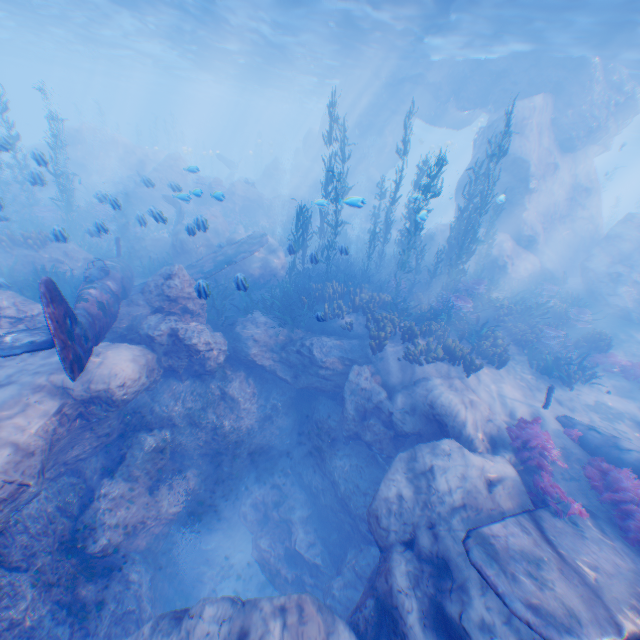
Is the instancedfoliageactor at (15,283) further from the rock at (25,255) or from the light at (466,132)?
the light at (466,132)

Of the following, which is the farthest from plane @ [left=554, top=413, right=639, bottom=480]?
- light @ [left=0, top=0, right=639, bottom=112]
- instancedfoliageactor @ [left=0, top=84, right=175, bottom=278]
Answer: light @ [left=0, top=0, right=639, bottom=112]

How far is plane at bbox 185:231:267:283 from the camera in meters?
12.9 m

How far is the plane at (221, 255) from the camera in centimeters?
1288cm

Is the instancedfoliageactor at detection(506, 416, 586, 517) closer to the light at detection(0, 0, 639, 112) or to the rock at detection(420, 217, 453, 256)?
Result: the rock at detection(420, 217, 453, 256)

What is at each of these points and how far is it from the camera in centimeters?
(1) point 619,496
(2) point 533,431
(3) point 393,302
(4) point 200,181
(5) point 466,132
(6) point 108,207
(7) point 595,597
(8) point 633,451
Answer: (1) instancedfoliageactor, 712cm
(2) instancedfoliageactor, 845cm
(3) instancedfoliageactor, 1328cm
(4) instancedfoliageactor, 2430cm
(5) light, 5731cm
(6) instancedfoliageactor, 2045cm
(7) plane, 504cm
(8) plane, 819cm

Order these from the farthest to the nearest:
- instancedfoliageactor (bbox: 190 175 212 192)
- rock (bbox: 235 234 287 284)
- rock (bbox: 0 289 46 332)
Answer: rock (bbox: 235 234 287 284) < instancedfoliageactor (bbox: 190 175 212 192) < rock (bbox: 0 289 46 332)

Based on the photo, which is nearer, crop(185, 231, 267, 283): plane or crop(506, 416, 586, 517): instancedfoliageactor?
crop(506, 416, 586, 517): instancedfoliageactor
